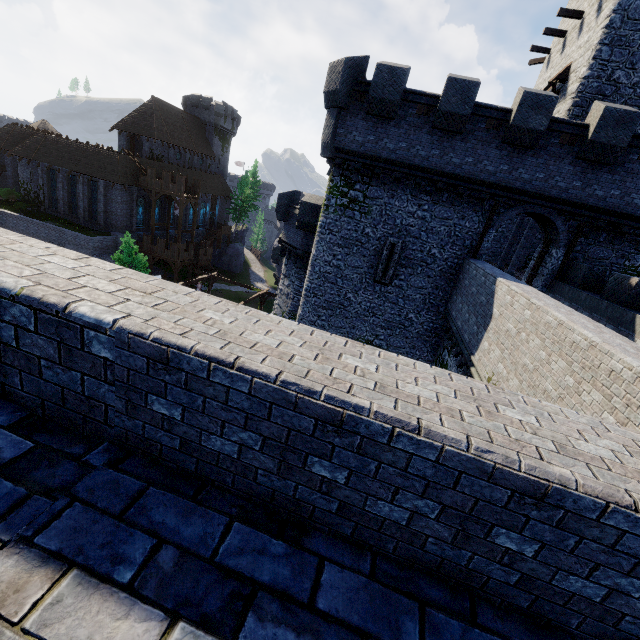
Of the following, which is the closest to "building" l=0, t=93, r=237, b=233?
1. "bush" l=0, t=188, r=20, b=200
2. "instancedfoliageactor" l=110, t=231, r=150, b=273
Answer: "bush" l=0, t=188, r=20, b=200

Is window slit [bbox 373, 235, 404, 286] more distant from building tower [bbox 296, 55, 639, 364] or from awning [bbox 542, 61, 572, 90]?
awning [bbox 542, 61, 572, 90]

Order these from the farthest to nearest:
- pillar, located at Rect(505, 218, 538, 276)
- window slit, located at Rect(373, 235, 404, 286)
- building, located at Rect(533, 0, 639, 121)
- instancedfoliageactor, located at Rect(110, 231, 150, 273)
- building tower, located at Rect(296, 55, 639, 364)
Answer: instancedfoliageactor, located at Rect(110, 231, 150, 273) → pillar, located at Rect(505, 218, 538, 276) → window slit, located at Rect(373, 235, 404, 286) → building, located at Rect(533, 0, 639, 121) → building tower, located at Rect(296, 55, 639, 364)

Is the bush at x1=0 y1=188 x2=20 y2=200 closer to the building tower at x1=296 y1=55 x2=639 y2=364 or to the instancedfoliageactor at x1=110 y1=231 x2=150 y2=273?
the instancedfoliageactor at x1=110 y1=231 x2=150 y2=273

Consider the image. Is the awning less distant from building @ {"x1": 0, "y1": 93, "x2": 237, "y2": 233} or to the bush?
building @ {"x1": 0, "y1": 93, "x2": 237, "y2": 233}

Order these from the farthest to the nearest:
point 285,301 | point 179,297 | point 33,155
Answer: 1. point 33,155
2. point 285,301
3. point 179,297

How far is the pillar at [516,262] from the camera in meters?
20.6

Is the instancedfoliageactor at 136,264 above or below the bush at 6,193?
→ above
